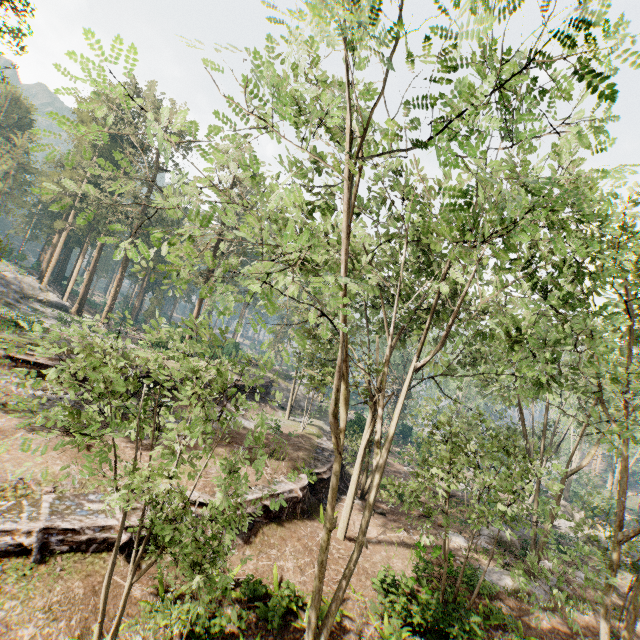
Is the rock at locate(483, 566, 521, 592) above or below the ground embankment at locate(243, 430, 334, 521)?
below

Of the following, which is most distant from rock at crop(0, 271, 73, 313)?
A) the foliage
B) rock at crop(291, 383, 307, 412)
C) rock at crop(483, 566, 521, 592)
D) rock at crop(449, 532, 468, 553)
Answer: rock at crop(483, 566, 521, 592)

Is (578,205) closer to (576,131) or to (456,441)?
(576,131)

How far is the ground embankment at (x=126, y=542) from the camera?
10.98m

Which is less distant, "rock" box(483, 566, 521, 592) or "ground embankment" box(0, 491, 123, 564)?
"ground embankment" box(0, 491, 123, 564)

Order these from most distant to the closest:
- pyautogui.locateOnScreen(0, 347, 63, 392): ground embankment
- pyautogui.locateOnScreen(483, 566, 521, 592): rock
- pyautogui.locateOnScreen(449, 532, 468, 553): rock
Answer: pyautogui.locateOnScreen(449, 532, 468, 553): rock, pyautogui.locateOnScreen(0, 347, 63, 392): ground embankment, pyautogui.locateOnScreen(483, 566, 521, 592): rock

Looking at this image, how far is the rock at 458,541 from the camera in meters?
21.0

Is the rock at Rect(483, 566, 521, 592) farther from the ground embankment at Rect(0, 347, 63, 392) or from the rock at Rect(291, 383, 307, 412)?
the rock at Rect(291, 383, 307, 412)
